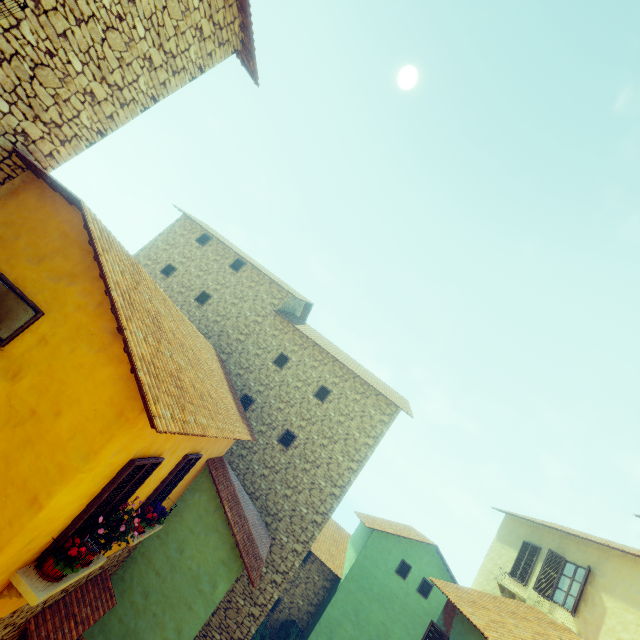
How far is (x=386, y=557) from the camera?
16.0m

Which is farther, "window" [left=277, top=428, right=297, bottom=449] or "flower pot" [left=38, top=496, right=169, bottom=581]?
"window" [left=277, top=428, right=297, bottom=449]

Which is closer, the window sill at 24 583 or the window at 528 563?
the window sill at 24 583

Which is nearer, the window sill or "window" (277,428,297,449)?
the window sill

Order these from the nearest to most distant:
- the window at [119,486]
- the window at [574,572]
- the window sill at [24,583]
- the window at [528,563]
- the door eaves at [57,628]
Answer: the window sill at [24,583] < the window at [119,486] < the door eaves at [57,628] < the window at [574,572] < the window at [528,563]

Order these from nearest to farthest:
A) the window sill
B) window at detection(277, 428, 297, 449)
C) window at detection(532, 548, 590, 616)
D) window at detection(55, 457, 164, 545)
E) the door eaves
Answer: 1. the window sill
2. window at detection(55, 457, 164, 545)
3. the door eaves
4. window at detection(532, 548, 590, 616)
5. window at detection(277, 428, 297, 449)

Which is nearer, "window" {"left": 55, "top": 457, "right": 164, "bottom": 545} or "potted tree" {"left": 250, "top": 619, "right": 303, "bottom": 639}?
"window" {"left": 55, "top": 457, "right": 164, "bottom": 545}

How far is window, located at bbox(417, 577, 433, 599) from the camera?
15.5 meters
